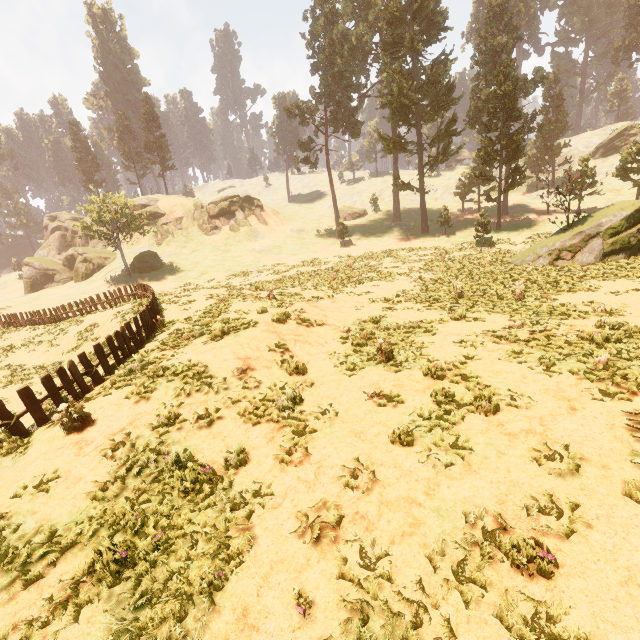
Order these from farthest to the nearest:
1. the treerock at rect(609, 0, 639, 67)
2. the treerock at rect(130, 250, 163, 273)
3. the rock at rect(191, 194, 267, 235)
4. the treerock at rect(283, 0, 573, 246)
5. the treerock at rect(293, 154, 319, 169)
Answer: the rock at rect(191, 194, 267, 235), the treerock at rect(609, 0, 639, 67), the treerock at rect(293, 154, 319, 169), the treerock at rect(130, 250, 163, 273), the treerock at rect(283, 0, 573, 246)

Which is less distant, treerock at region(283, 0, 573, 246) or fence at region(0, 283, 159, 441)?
fence at region(0, 283, 159, 441)

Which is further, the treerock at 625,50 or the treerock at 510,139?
the treerock at 625,50

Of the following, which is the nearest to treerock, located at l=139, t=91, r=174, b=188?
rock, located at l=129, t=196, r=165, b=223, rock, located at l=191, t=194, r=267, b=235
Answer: rock, located at l=129, t=196, r=165, b=223

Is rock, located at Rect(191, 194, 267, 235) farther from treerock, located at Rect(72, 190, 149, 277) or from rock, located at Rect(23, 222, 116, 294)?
treerock, located at Rect(72, 190, 149, 277)

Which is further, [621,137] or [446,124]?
[621,137]

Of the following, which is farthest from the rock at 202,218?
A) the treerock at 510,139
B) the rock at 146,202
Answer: the treerock at 510,139

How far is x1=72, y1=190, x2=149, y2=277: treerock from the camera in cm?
3684
